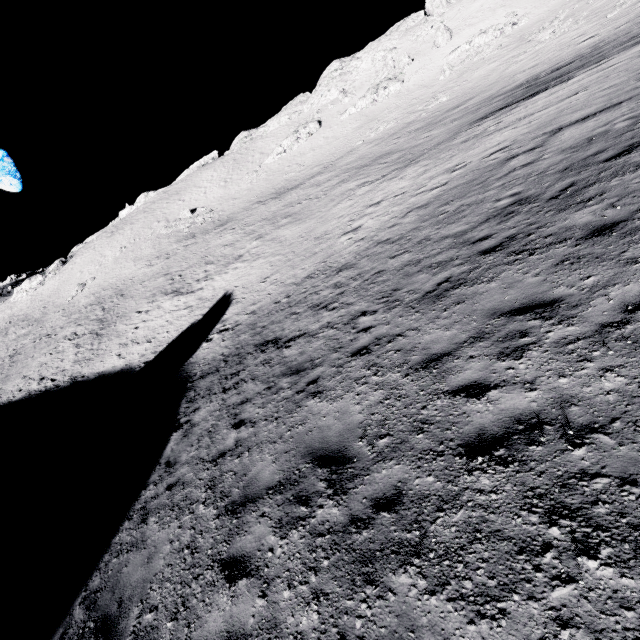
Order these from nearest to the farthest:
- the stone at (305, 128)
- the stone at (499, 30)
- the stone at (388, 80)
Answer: the stone at (499, 30) < the stone at (388, 80) < the stone at (305, 128)

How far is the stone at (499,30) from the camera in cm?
4450

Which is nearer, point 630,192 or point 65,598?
point 65,598

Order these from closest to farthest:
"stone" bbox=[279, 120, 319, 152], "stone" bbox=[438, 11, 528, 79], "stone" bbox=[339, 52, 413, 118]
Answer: "stone" bbox=[438, 11, 528, 79], "stone" bbox=[339, 52, 413, 118], "stone" bbox=[279, 120, 319, 152]

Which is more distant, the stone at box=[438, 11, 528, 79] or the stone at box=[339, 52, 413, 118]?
the stone at box=[339, 52, 413, 118]

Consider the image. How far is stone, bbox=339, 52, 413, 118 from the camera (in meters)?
53.84

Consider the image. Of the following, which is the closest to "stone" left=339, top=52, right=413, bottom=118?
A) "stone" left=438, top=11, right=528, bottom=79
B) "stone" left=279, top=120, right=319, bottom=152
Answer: "stone" left=279, top=120, right=319, bottom=152

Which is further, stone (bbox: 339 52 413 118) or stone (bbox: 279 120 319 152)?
stone (bbox: 279 120 319 152)
